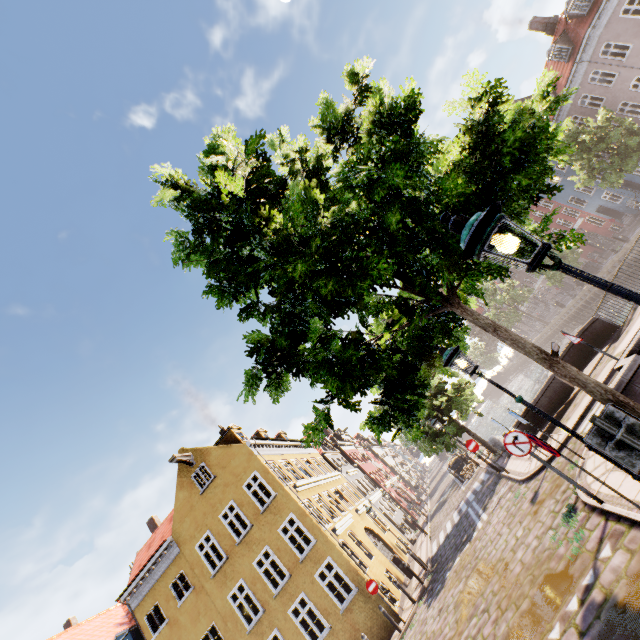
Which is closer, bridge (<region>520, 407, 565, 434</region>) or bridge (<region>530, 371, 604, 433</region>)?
bridge (<region>530, 371, 604, 433</region>)

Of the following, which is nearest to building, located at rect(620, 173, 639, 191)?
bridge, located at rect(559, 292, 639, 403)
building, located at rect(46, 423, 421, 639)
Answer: bridge, located at rect(559, 292, 639, 403)

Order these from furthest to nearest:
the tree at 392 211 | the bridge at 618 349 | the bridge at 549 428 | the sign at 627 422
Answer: the bridge at 549 428 → the bridge at 618 349 → the tree at 392 211 → the sign at 627 422

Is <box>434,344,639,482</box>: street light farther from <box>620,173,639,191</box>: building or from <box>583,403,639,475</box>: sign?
<box>620,173,639,191</box>: building

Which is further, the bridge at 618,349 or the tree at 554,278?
the tree at 554,278

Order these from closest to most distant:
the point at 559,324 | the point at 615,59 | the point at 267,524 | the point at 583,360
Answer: the point at 583,360 < the point at 267,524 < the point at 615,59 < the point at 559,324

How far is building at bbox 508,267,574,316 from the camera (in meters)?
51.06

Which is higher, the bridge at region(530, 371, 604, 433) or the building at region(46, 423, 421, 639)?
the building at region(46, 423, 421, 639)
